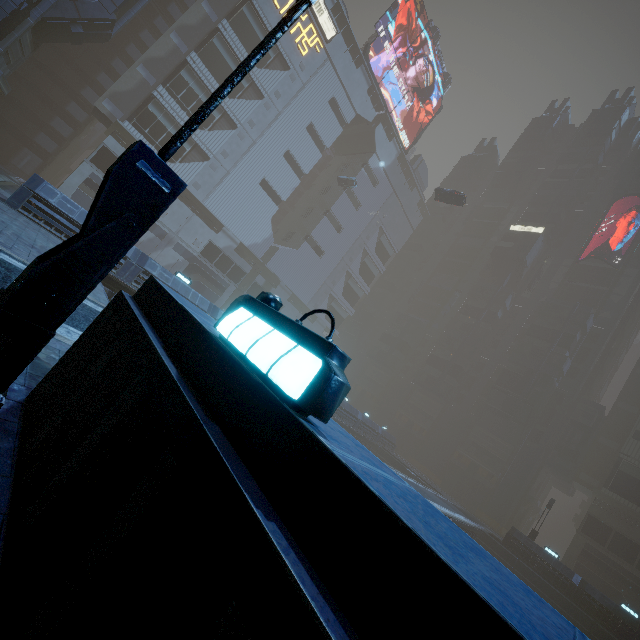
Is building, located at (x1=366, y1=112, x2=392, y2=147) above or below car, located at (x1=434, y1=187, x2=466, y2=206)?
above

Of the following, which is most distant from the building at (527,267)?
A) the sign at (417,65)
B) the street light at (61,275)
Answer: the street light at (61,275)

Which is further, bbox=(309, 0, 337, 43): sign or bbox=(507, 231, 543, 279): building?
bbox=(507, 231, 543, 279): building

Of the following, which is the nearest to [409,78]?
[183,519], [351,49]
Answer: [351,49]

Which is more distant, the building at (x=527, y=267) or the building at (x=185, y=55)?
the building at (x=527, y=267)

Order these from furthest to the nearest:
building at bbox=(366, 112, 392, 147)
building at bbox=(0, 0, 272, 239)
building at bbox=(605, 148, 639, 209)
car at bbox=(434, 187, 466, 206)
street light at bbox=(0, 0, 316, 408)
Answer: building at bbox=(366, 112, 392, 147) < building at bbox=(605, 148, 639, 209) < car at bbox=(434, 187, 466, 206) < building at bbox=(0, 0, 272, 239) < street light at bbox=(0, 0, 316, 408)

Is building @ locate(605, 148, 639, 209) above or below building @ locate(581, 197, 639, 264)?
above

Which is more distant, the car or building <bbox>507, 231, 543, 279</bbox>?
building <bbox>507, 231, 543, 279</bbox>
